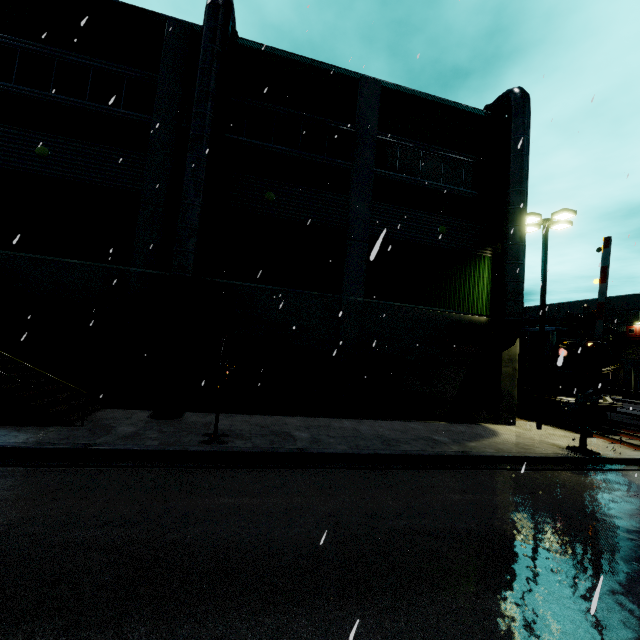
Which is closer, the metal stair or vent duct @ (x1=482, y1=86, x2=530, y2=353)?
the metal stair

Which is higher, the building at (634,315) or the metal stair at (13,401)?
the building at (634,315)

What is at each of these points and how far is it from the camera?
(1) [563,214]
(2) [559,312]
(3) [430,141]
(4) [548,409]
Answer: (1) light, 14.4m
(2) building, 57.8m
(3) building, 15.1m
(4) bogie, 15.9m

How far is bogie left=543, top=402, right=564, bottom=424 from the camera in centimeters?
1527cm

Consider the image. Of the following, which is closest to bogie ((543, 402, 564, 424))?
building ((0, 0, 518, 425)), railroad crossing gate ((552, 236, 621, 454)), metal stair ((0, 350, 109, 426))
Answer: building ((0, 0, 518, 425))

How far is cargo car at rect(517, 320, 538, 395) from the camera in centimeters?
1652cm

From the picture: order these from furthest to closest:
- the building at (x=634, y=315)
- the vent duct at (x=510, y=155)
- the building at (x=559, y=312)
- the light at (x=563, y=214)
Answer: the building at (x=559, y=312) < the building at (x=634, y=315) < the light at (x=563, y=214) < the vent duct at (x=510, y=155)

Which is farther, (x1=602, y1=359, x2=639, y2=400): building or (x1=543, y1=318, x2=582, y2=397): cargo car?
(x1=602, y1=359, x2=639, y2=400): building
